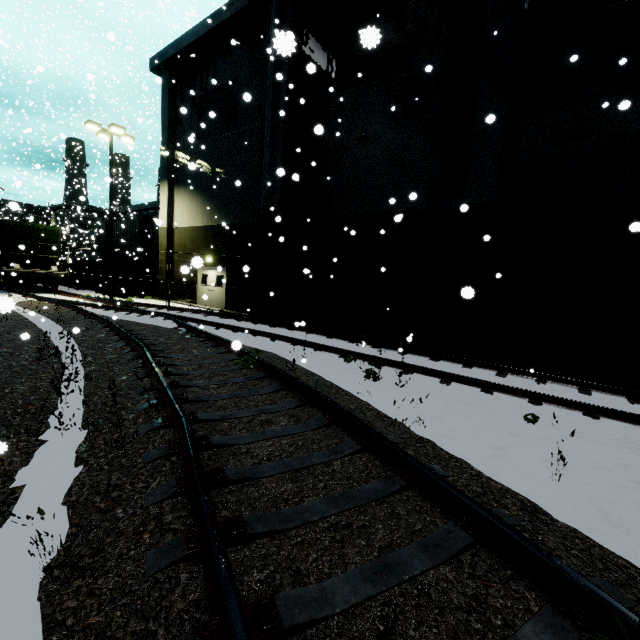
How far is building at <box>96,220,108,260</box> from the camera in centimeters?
3261cm

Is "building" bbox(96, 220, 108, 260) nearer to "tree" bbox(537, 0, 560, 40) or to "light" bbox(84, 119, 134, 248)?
"tree" bbox(537, 0, 560, 40)

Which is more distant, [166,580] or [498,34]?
[498,34]

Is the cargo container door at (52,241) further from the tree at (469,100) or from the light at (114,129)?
the light at (114,129)

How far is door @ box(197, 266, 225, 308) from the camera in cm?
1919

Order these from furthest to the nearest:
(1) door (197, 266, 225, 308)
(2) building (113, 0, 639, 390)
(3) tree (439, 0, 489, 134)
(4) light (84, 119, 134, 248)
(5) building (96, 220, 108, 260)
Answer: (5) building (96, 220, 108, 260), (1) door (197, 266, 225, 308), (4) light (84, 119, 134, 248), (3) tree (439, 0, 489, 134), (2) building (113, 0, 639, 390)

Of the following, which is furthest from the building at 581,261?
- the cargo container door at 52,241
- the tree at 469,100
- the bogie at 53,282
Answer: the bogie at 53,282

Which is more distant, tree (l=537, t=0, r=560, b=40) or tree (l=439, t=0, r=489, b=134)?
tree (l=439, t=0, r=489, b=134)
